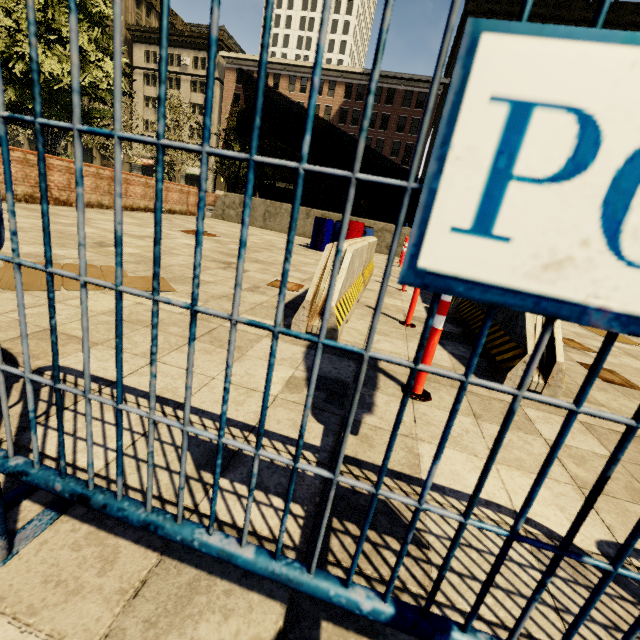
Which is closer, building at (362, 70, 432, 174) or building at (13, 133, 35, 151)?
building at (362, 70, 432, 174)

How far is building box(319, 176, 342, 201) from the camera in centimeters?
4628cm

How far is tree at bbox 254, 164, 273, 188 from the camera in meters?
19.9 m

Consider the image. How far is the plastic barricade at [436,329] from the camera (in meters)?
2.06

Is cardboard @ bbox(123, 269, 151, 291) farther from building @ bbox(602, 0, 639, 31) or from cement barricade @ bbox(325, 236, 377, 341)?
building @ bbox(602, 0, 639, 31)

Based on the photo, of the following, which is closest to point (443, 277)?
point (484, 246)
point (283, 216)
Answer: point (484, 246)

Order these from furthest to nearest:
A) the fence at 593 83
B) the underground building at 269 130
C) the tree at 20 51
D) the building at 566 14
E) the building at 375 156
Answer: the building at 375 156
the building at 566 14
the underground building at 269 130
the tree at 20 51
the fence at 593 83

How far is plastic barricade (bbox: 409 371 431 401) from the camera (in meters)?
2.20
